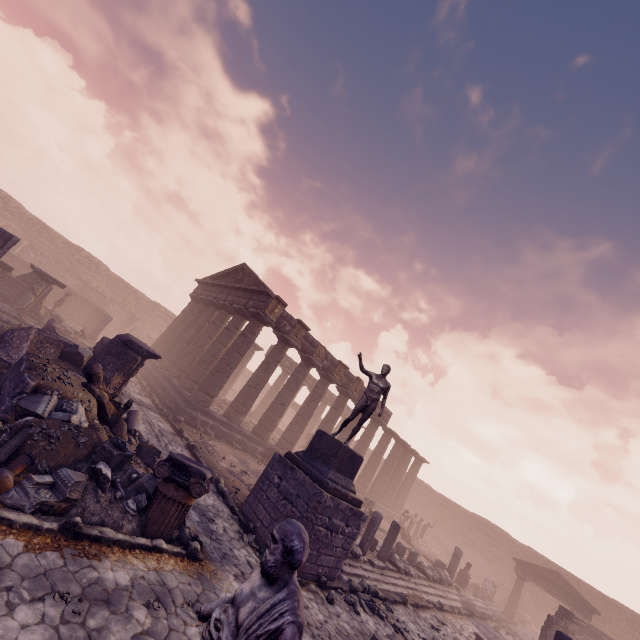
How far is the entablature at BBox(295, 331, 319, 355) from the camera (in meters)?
18.86

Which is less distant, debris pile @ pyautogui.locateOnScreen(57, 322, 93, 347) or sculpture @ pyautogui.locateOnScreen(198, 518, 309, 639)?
sculpture @ pyautogui.locateOnScreen(198, 518, 309, 639)

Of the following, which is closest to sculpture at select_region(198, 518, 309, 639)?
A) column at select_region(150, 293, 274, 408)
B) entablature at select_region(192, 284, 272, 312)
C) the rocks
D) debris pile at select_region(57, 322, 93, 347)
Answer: the rocks

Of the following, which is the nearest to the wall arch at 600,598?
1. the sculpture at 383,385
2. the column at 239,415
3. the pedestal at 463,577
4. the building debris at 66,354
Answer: the pedestal at 463,577

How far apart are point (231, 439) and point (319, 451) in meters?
8.6

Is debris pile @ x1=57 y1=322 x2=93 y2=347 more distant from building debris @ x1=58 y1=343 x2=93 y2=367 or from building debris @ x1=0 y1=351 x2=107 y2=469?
building debris @ x1=0 y1=351 x2=107 y2=469

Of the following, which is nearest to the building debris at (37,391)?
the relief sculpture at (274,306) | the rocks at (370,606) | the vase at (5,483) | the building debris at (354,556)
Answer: the vase at (5,483)

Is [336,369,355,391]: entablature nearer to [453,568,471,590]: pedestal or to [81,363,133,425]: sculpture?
[81,363,133,425]: sculpture
